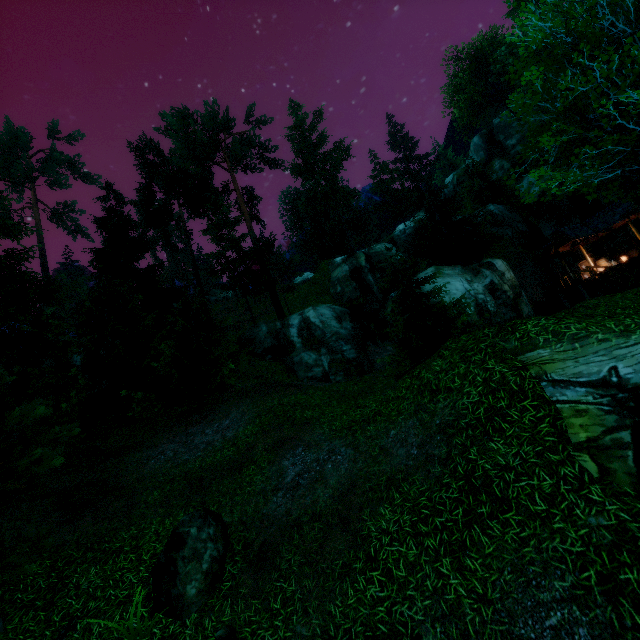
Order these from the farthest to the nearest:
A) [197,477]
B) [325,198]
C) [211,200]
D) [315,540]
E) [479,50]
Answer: [479,50] < [325,198] < [211,200] < [197,477] < [315,540]

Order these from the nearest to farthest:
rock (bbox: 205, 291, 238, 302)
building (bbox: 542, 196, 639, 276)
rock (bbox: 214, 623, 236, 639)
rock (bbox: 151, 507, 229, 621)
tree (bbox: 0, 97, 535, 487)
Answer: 1. rock (bbox: 214, 623, 236, 639)
2. rock (bbox: 151, 507, 229, 621)
3. tree (bbox: 0, 97, 535, 487)
4. building (bbox: 542, 196, 639, 276)
5. rock (bbox: 205, 291, 238, 302)

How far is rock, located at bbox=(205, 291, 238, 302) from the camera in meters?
47.8 m

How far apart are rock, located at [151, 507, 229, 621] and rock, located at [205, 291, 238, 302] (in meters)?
48.01

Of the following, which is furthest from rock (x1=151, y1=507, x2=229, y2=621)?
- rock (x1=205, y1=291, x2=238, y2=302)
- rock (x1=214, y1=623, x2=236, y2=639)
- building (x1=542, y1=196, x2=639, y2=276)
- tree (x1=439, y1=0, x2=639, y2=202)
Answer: rock (x1=205, y1=291, x2=238, y2=302)

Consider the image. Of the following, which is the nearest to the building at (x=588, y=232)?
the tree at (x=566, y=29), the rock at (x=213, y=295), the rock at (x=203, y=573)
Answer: the tree at (x=566, y=29)

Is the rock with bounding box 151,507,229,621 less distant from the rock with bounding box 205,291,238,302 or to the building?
the building

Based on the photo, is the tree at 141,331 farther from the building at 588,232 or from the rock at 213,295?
the rock at 213,295
